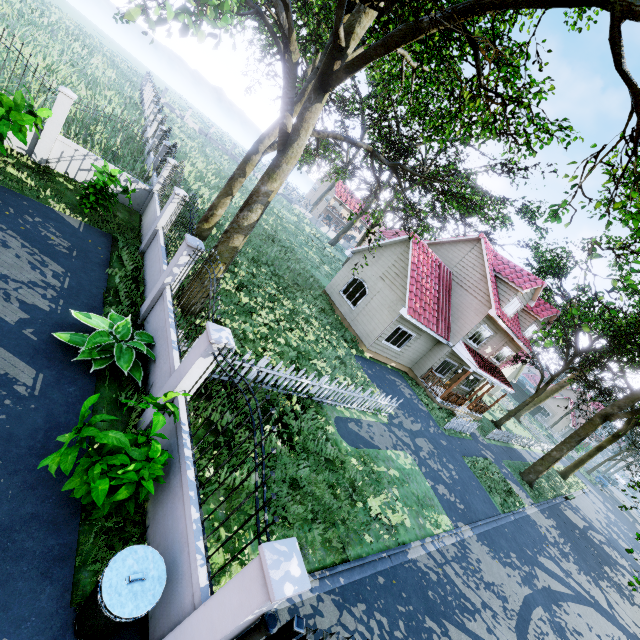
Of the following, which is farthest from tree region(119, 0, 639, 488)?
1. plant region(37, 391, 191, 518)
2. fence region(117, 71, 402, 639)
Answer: plant region(37, 391, 191, 518)

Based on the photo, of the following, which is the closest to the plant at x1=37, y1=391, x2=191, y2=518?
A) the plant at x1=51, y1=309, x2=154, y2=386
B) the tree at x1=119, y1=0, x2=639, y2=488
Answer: the plant at x1=51, y1=309, x2=154, y2=386

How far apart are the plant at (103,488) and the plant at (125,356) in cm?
166

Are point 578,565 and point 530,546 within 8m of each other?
yes

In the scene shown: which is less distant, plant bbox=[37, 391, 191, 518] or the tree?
plant bbox=[37, 391, 191, 518]

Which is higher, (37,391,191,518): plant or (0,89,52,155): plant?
(0,89,52,155): plant

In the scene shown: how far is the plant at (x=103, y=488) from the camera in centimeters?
374cm

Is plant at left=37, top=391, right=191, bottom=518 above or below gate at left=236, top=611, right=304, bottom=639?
below
